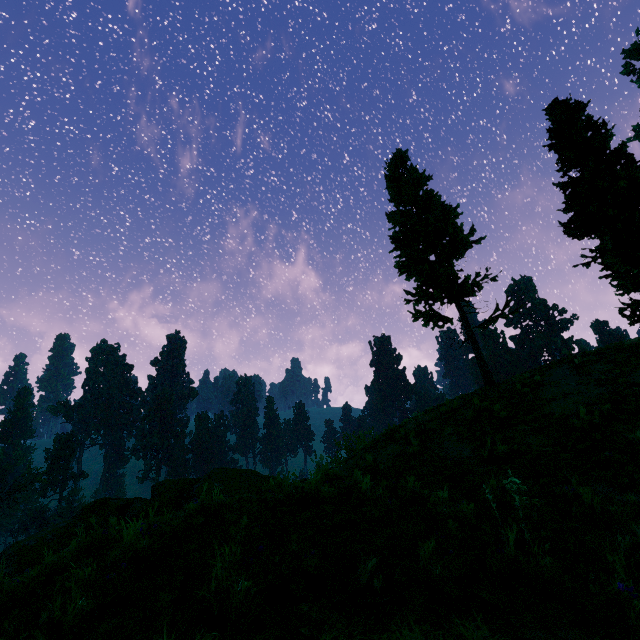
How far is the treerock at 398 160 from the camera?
15.5 meters

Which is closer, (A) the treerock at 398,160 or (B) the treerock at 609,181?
(A) the treerock at 398,160

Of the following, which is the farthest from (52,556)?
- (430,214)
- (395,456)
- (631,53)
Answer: (631,53)

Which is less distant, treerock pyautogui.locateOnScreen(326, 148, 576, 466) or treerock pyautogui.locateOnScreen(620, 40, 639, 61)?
treerock pyautogui.locateOnScreen(326, 148, 576, 466)

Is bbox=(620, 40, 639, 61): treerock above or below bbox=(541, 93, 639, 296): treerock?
above

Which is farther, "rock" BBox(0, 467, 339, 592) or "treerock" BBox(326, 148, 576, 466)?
"treerock" BBox(326, 148, 576, 466)

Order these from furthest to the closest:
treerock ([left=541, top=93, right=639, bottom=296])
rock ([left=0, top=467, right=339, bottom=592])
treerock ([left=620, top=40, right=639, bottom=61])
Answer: treerock ([left=620, top=40, right=639, bottom=61]) < treerock ([left=541, top=93, right=639, bottom=296]) < rock ([left=0, top=467, right=339, bottom=592])

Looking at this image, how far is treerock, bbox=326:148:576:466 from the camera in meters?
15.5 m
